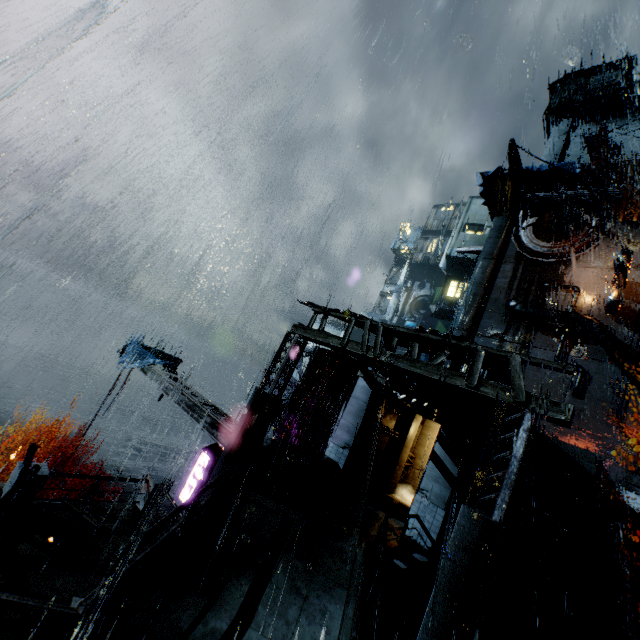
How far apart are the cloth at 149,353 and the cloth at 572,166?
40.95m

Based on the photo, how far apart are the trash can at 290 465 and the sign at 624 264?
30.8 meters

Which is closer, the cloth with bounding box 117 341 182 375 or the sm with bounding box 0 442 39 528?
the sm with bounding box 0 442 39 528

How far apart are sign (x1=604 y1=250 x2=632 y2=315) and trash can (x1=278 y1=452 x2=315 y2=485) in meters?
30.8 m

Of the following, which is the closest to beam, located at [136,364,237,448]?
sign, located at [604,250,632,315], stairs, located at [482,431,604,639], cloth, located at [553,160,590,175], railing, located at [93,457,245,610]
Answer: railing, located at [93,457,245,610]

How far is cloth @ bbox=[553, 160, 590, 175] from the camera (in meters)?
32.56

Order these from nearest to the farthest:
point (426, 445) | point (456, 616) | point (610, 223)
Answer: point (456, 616) < point (426, 445) < point (610, 223)

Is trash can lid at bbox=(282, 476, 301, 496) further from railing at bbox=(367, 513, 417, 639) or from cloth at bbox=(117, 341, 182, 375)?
cloth at bbox=(117, 341, 182, 375)
